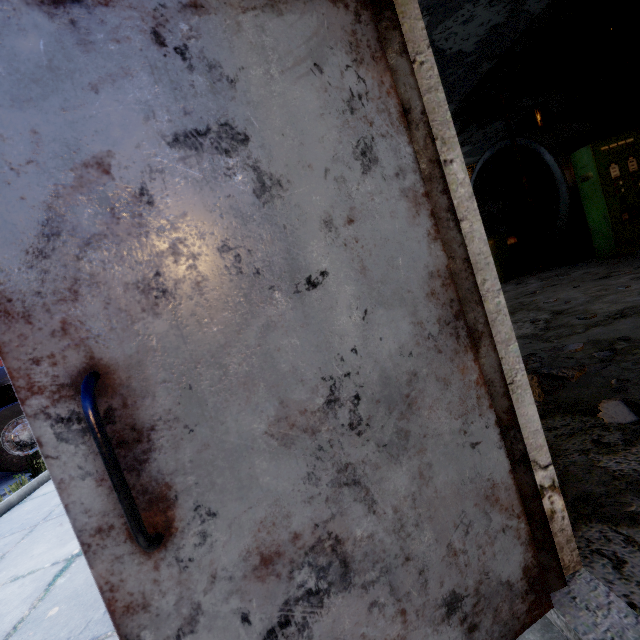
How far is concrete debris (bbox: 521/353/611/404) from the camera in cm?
243

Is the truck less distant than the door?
No

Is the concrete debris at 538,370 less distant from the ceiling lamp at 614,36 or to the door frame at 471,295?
the door frame at 471,295

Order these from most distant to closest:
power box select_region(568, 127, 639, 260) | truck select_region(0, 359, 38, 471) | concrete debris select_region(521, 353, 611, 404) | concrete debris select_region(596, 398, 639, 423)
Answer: power box select_region(568, 127, 639, 260) < truck select_region(0, 359, 38, 471) < concrete debris select_region(521, 353, 611, 404) < concrete debris select_region(596, 398, 639, 423)

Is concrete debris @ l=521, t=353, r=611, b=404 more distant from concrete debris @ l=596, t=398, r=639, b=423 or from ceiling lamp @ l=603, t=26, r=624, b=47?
ceiling lamp @ l=603, t=26, r=624, b=47

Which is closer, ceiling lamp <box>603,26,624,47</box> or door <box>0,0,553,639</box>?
door <box>0,0,553,639</box>

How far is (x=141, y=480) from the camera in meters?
0.8

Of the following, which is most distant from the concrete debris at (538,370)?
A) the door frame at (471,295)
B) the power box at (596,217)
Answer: the power box at (596,217)
